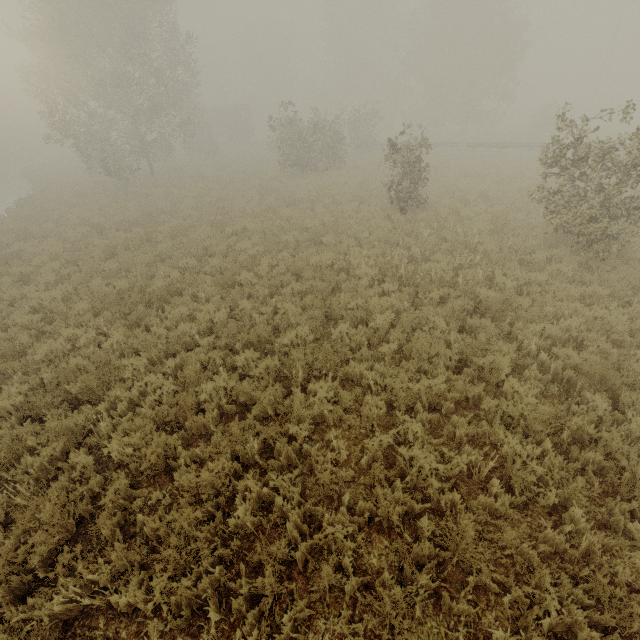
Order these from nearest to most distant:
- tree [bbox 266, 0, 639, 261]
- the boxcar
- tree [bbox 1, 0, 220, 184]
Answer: tree [bbox 266, 0, 639, 261]
tree [bbox 1, 0, 220, 184]
the boxcar

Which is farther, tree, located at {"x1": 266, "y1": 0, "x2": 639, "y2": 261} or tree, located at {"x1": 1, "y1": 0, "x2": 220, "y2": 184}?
tree, located at {"x1": 1, "y1": 0, "x2": 220, "y2": 184}

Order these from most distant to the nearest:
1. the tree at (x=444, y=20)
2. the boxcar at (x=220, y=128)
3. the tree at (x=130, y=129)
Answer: the boxcar at (x=220, y=128) → the tree at (x=130, y=129) → the tree at (x=444, y=20)

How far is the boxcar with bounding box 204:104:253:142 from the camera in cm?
4619

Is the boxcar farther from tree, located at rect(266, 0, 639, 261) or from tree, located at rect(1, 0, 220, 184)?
tree, located at rect(1, 0, 220, 184)

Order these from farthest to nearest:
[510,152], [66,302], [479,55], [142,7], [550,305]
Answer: [479,55] → [510,152] → [142,7] → [66,302] → [550,305]

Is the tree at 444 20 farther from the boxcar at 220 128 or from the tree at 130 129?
the boxcar at 220 128
